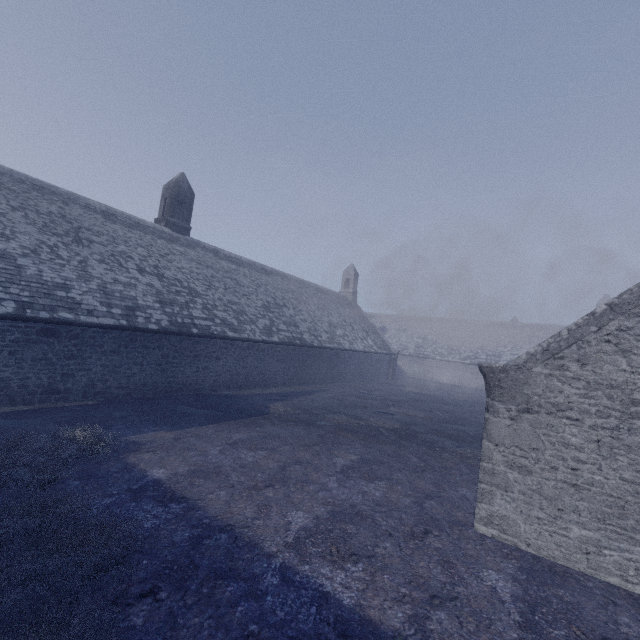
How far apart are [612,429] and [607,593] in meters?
2.5 m
